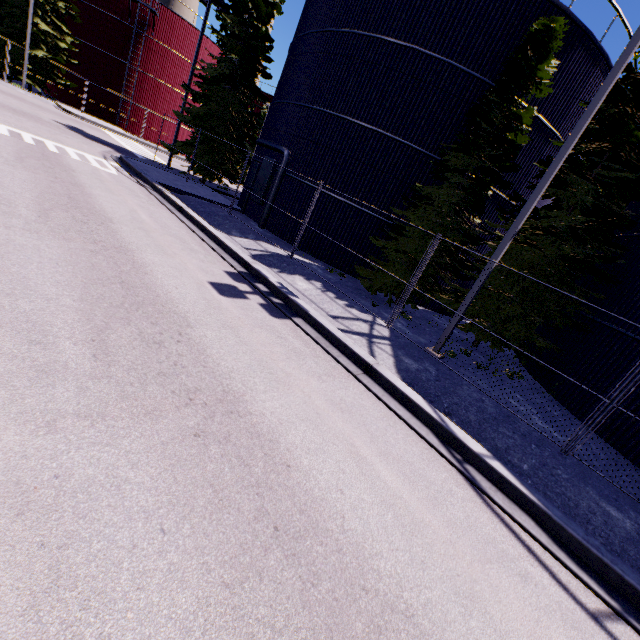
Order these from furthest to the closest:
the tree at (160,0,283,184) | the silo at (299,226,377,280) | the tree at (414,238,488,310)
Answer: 1. the tree at (160,0,283,184)
2. the silo at (299,226,377,280)
3. the tree at (414,238,488,310)

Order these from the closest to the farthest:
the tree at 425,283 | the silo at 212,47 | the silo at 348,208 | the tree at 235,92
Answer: the tree at 425,283 → the silo at 348,208 → the tree at 235,92 → the silo at 212,47

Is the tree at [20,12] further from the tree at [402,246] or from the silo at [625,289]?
the tree at [402,246]

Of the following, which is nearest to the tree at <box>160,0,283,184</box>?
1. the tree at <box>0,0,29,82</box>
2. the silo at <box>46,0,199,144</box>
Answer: Result: the silo at <box>46,0,199,144</box>

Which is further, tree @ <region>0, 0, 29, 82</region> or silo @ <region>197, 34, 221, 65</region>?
silo @ <region>197, 34, 221, 65</region>

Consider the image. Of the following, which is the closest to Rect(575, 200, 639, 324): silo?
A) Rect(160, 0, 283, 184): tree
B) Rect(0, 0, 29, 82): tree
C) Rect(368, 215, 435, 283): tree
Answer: Rect(368, 215, 435, 283): tree

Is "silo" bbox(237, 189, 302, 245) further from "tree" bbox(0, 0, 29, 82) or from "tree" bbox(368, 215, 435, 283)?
"tree" bbox(0, 0, 29, 82)

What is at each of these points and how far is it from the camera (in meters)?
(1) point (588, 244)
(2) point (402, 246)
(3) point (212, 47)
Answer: (1) tree, 19.48
(2) tree, 12.71
(3) silo, 35.22
